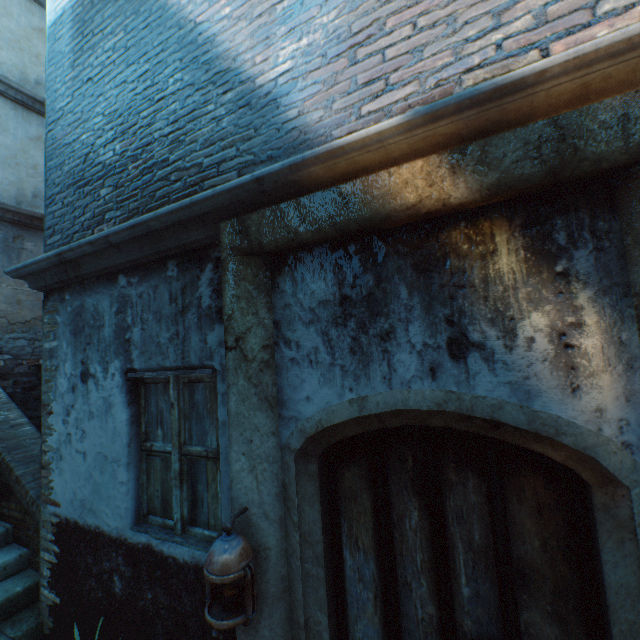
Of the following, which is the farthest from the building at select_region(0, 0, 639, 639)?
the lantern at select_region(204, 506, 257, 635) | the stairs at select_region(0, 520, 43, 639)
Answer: the lantern at select_region(204, 506, 257, 635)

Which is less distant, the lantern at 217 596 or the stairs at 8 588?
the lantern at 217 596

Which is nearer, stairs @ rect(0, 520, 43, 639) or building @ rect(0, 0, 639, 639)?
building @ rect(0, 0, 639, 639)

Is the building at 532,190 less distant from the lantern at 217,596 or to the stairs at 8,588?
the stairs at 8,588

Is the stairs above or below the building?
below

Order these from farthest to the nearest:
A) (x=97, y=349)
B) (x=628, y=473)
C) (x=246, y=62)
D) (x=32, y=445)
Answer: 1. (x=32, y=445)
2. (x=97, y=349)
3. (x=246, y=62)
4. (x=628, y=473)

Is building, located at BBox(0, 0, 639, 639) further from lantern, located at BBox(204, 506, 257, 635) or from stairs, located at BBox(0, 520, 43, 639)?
lantern, located at BBox(204, 506, 257, 635)

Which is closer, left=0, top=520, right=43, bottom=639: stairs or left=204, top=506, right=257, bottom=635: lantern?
left=204, top=506, right=257, bottom=635: lantern
